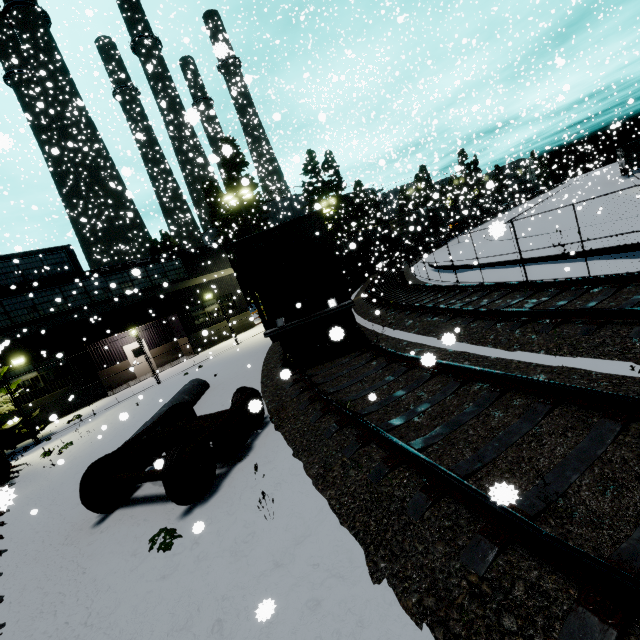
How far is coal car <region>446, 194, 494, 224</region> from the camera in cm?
3535

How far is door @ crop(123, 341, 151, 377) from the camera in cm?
2302

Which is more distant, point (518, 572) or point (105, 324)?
Answer: point (105, 324)

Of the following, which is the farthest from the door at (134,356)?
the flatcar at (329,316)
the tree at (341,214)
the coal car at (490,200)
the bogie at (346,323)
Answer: the tree at (341,214)

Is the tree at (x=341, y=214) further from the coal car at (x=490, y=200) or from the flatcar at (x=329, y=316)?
the flatcar at (x=329, y=316)

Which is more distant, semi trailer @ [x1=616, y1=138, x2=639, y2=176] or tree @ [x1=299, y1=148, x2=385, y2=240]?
tree @ [x1=299, y1=148, x2=385, y2=240]

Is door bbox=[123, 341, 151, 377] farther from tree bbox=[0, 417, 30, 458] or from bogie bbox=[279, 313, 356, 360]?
bogie bbox=[279, 313, 356, 360]

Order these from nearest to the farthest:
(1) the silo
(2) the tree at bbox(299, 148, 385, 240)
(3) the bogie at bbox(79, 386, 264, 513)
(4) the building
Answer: (3) the bogie at bbox(79, 386, 264, 513) → (4) the building → (2) the tree at bbox(299, 148, 385, 240) → (1) the silo
